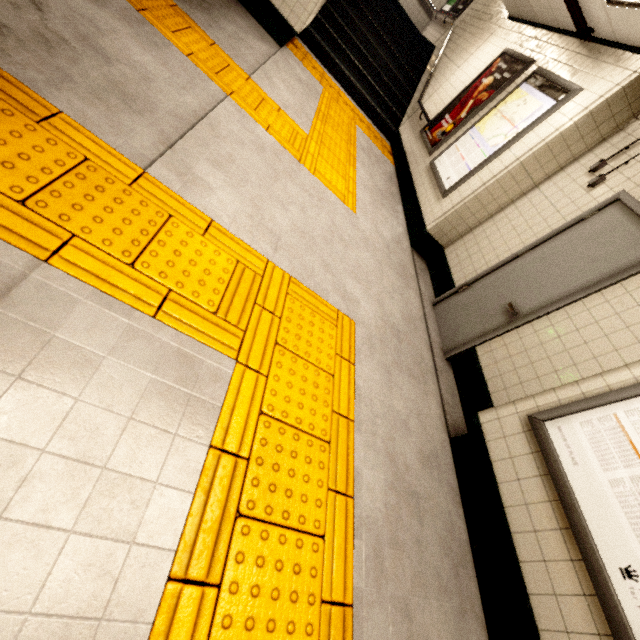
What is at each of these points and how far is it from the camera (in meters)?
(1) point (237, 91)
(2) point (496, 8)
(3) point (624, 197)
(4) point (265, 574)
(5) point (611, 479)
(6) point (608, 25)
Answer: (1) groundtactileadastrip, 3.34
(2) stairs, 6.89
(3) door frame, 3.02
(4) groundtactileadastrip, 1.29
(5) sign, 1.83
(6) storm drain, 3.57

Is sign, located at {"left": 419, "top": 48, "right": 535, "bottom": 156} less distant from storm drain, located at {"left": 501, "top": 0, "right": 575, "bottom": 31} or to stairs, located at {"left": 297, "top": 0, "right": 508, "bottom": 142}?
storm drain, located at {"left": 501, "top": 0, "right": 575, "bottom": 31}

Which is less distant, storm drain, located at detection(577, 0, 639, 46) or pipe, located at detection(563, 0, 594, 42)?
storm drain, located at detection(577, 0, 639, 46)

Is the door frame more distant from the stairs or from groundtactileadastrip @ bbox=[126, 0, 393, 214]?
the stairs

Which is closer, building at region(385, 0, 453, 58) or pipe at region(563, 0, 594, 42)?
pipe at region(563, 0, 594, 42)

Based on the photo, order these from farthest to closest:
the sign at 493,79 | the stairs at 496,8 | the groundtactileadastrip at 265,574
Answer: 1. the stairs at 496,8
2. the sign at 493,79
3. the groundtactileadastrip at 265,574

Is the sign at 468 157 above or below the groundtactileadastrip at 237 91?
above

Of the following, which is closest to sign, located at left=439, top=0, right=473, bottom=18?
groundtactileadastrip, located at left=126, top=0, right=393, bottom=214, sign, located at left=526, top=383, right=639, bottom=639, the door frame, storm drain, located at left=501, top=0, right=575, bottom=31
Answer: storm drain, located at left=501, top=0, right=575, bottom=31
